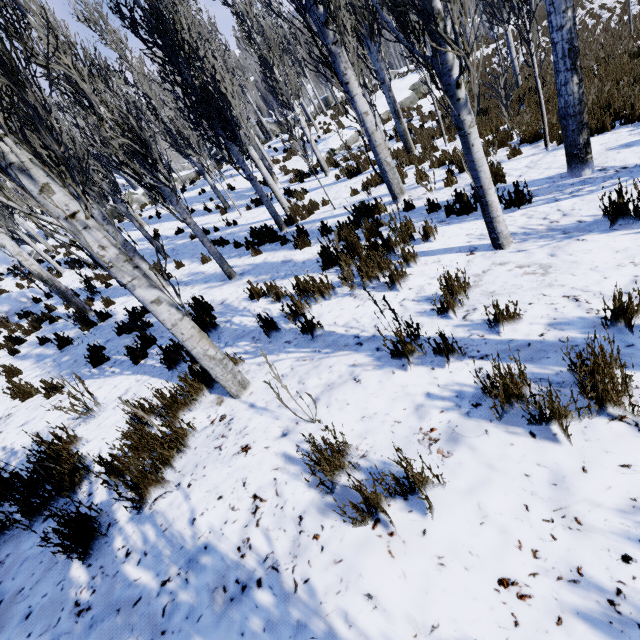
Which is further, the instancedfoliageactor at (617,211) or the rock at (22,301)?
the rock at (22,301)

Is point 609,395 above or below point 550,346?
above

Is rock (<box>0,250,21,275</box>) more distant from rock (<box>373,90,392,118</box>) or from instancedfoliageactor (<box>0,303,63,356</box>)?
rock (<box>373,90,392,118</box>)

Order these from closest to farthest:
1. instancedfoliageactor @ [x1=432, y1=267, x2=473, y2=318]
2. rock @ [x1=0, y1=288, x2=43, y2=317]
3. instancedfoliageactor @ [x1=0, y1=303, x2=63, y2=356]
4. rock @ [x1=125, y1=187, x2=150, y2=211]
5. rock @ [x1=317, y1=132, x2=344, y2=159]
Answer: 1. instancedfoliageactor @ [x1=432, y1=267, x2=473, y2=318]
2. instancedfoliageactor @ [x1=0, y1=303, x2=63, y2=356]
3. rock @ [x1=0, y1=288, x2=43, y2=317]
4. rock @ [x1=317, y1=132, x2=344, y2=159]
5. rock @ [x1=125, y1=187, x2=150, y2=211]

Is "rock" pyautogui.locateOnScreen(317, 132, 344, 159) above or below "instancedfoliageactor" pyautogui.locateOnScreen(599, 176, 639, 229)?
above

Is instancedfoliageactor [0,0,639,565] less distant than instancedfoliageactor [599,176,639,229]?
Yes

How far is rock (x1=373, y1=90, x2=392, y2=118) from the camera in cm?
1844

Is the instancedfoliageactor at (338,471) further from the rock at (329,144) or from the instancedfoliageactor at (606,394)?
the rock at (329,144)
